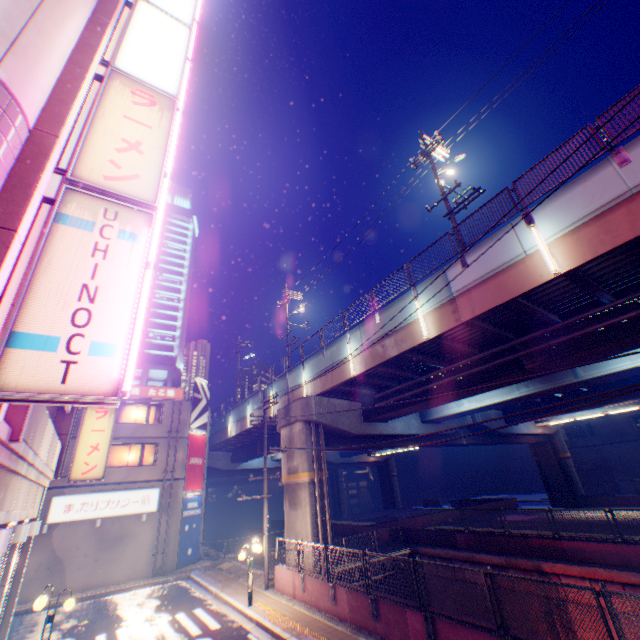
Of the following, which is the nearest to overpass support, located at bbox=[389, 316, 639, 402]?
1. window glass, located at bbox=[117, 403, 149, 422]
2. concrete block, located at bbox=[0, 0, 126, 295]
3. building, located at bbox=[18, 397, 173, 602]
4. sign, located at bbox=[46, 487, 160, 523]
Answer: building, located at bbox=[18, 397, 173, 602]

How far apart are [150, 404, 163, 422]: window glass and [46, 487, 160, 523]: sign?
4.60m

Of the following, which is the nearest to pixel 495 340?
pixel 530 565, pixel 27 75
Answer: pixel 530 565

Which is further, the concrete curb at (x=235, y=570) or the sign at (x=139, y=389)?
the sign at (x=139, y=389)

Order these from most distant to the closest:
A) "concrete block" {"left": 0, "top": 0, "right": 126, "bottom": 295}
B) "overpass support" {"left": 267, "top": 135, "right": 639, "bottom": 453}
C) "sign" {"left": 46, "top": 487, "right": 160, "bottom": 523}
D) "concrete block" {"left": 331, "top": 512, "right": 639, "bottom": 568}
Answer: "sign" {"left": 46, "top": 487, "right": 160, "bottom": 523}
"concrete block" {"left": 331, "top": 512, "right": 639, "bottom": 568}
"overpass support" {"left": 267, "top": 135, "right": 639, "bottom": 453}
"concrete block" {"left": 0, "top": 0, "right": 126, "bottom": 295}

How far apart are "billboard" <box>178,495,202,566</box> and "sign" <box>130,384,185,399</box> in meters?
7.1

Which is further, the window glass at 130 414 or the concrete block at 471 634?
the window glass at 130 414

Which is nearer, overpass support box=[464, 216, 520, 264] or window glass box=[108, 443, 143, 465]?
overpass support box=[464, 216, 520, 264]
